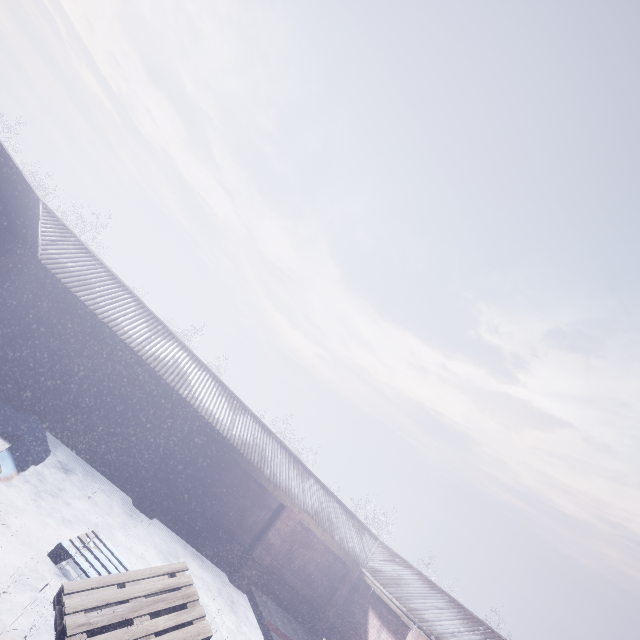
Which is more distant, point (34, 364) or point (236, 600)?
point (236, 600)
